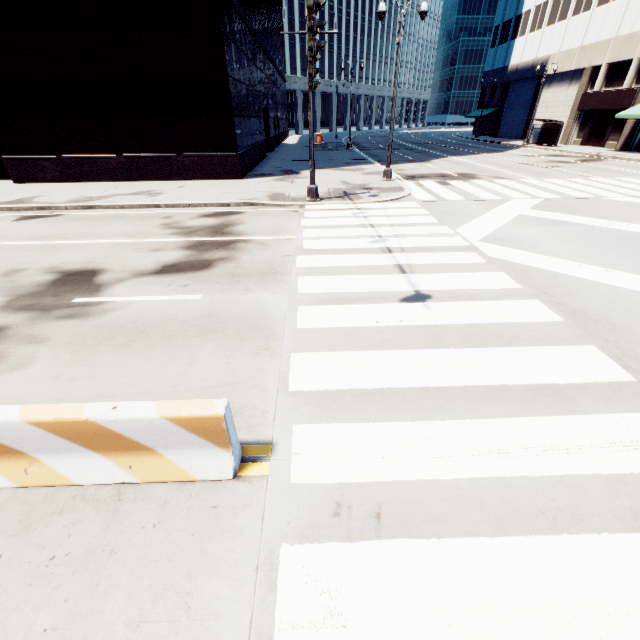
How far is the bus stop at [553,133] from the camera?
32.9 meters

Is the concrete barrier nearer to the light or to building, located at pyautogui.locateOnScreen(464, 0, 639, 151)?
the light

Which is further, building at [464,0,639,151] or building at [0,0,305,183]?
building at [464,0,639,151]

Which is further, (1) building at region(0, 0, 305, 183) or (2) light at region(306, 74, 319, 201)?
(1) building at region(0, 0, 305, 183)

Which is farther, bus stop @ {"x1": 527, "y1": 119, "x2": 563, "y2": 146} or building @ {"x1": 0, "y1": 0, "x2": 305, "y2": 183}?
bus stop @ {"x1": 527, "y1": 119, "x2": 563, "y2": 146}

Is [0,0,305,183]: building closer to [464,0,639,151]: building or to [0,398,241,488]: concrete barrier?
[0,398,241,488]: concrete barrier

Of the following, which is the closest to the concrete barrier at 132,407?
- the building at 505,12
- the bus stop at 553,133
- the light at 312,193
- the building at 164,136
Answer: the light at 312,193

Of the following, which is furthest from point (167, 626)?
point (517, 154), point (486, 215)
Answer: point (517, 154)
